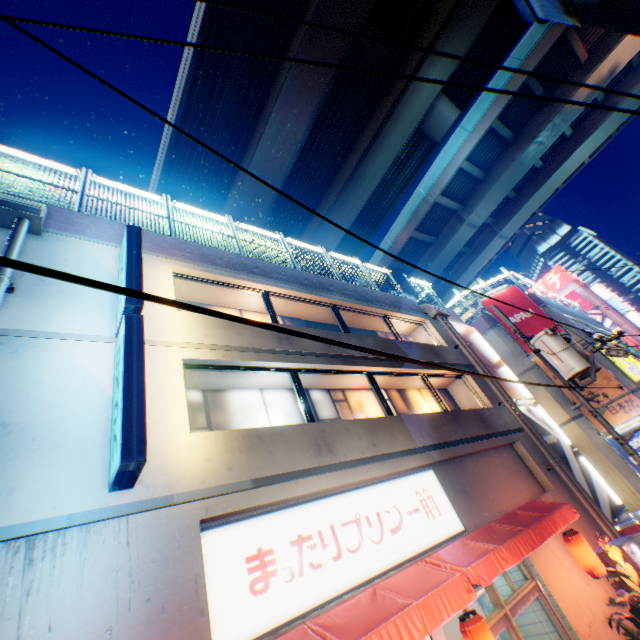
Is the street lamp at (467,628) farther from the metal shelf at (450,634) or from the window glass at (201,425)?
the window glass at (201,425)

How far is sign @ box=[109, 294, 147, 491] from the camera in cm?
409

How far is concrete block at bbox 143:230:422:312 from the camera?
8.8m

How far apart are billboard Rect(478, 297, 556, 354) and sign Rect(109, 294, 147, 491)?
19.1m

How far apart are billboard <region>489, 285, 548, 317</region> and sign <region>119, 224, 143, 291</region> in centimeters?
1899cm

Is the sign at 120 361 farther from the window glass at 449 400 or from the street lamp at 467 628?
the street lamp at 467 628

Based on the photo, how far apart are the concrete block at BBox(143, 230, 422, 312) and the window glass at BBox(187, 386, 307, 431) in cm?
340

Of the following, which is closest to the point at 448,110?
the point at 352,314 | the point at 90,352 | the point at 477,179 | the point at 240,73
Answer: the point at 477,179
